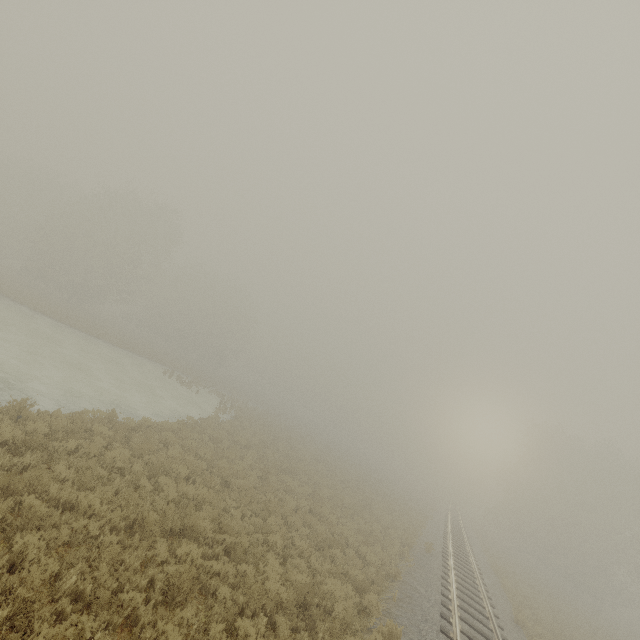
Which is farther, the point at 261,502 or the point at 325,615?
the point at 261,502
